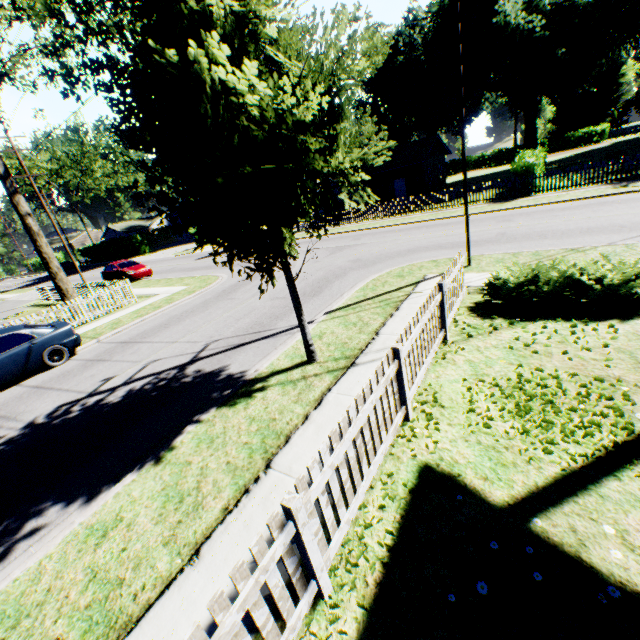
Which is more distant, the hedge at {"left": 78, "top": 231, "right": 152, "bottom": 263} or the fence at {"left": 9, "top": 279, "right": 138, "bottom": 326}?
the hedge at {"left": 78, "top": 231, "right": 152, "bottom": 263}

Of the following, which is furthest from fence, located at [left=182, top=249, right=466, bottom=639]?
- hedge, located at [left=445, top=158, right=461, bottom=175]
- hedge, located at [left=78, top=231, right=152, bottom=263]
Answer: hedge, located at [left=445, top=158, right=461, bottom=175]

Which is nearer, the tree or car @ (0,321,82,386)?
car @ (0,321,82,386)

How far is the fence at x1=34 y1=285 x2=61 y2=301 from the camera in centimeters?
2362cm

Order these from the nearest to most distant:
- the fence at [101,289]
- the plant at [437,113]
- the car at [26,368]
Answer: the plant at [437,113]
the car at [26,368]
the fence at [101,289]

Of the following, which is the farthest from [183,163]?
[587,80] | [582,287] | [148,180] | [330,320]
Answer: [587,80]

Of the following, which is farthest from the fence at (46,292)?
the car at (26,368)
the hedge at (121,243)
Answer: the hedge at (121,243)

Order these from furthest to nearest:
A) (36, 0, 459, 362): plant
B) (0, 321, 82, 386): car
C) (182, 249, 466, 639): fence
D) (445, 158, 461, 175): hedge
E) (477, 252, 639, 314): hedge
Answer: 1. (445, 158, 461, 175): hedge
2. (0, 321, 82, 386): car
3. (477, 252, 639, 314): hedge
4. (36, 0, 459, 362): plant
5. (182, 249, 466, 639): fence
